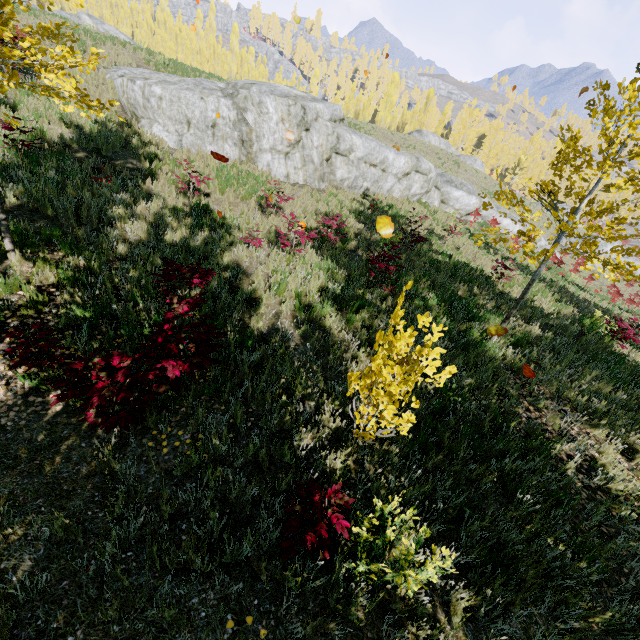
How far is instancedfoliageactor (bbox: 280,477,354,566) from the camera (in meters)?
2.66

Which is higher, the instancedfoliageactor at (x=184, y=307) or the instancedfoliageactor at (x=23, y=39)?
the instancedfoliageactor at (x=23, y=39)

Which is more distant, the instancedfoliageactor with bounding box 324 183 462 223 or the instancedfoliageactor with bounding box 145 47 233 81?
the instancedfoliageactor with bounding box 145 47 233 81

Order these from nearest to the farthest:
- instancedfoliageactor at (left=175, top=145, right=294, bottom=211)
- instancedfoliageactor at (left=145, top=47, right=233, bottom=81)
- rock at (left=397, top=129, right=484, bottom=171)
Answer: instancedfoliageactor at (left=175, top=145, right=294, bottom=211), instancedfoliageactor at (left=145, top=47, right=233, bottom=81), rock at (left=397, top=129, right=484, bottom=171)

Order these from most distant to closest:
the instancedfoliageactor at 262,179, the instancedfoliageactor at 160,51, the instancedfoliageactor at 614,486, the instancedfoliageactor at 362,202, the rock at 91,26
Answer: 1. the instancedfoliageactor at 160,51
2. the rock at 91,26
3. the instancedfoliageactor at 362,202
4. the instancedfoliageactor at 262,179
5. the instancedfoliageactor at 614,486

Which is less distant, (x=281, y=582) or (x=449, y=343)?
(x=281, y=582)

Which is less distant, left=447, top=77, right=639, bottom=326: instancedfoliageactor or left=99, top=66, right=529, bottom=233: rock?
left=447, top=77, right=639, bottom=326: instancedfoliageactor
